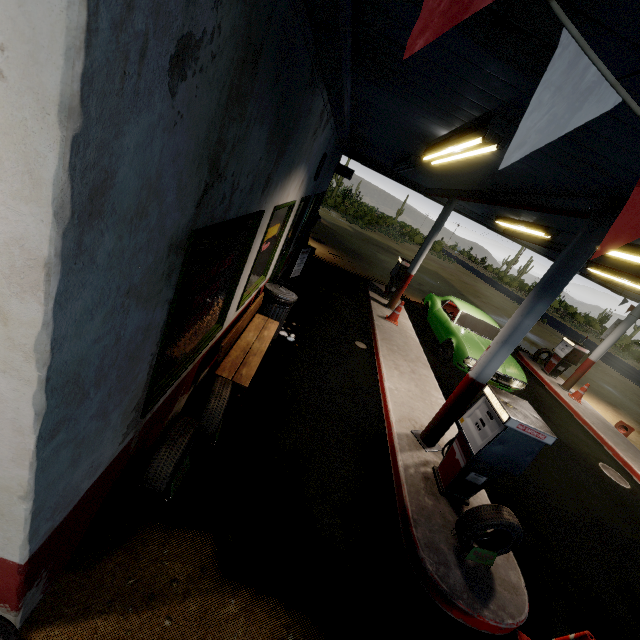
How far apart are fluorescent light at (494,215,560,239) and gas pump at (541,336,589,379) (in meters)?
5.37

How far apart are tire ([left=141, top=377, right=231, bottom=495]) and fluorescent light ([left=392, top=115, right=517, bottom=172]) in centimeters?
401cm

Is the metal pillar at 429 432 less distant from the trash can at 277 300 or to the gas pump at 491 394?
the gas pump at 491 394

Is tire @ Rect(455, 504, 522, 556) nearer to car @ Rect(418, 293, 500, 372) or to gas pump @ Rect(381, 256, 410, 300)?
car @ Rect(418, 293, 500, 372)

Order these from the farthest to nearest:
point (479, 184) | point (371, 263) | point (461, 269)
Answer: point (461, 269), point (371, 263), point (479, 184)

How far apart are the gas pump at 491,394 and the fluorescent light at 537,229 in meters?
5.4

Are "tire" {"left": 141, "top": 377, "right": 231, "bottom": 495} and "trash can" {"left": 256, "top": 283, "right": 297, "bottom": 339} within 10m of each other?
yes

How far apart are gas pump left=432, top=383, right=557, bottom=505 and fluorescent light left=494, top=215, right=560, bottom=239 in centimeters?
542cm
